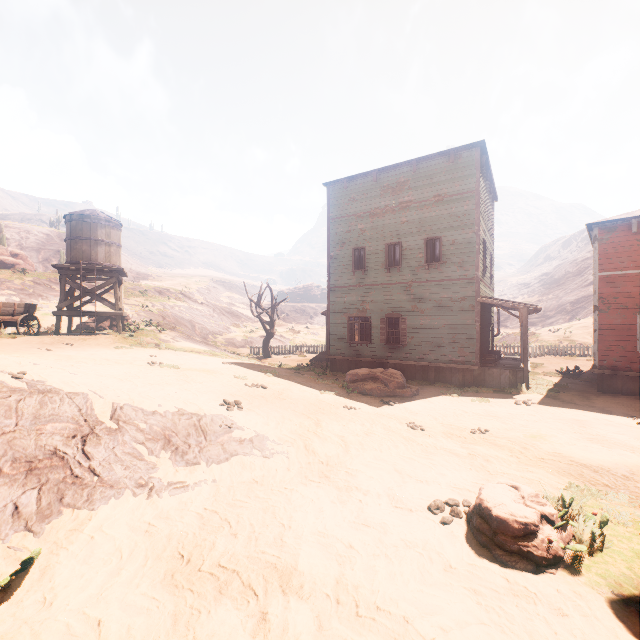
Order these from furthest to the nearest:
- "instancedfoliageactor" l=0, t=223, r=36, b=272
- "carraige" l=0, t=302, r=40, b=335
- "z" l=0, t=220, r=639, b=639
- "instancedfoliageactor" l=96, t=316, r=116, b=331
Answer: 1. "instancedfoliageactor" l=0, t=223, r=36, b=272
2. "instancedfoliageactor" l=96, t=316, r=116, b=331
3. "carraige" l=0, t=302, r=40, b=335
4. "z" l=0, t=220, r=639, b=639

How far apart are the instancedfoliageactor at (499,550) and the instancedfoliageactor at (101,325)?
22.3m

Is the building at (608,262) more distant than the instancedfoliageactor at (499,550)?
Yes

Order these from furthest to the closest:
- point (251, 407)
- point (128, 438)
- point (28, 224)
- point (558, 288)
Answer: point (558, 288)
point (28, 224)
point (251, 407)
point (128, 438)

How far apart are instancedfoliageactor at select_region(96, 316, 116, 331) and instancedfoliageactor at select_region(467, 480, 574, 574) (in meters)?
22.29

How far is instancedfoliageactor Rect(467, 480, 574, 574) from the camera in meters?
4.0

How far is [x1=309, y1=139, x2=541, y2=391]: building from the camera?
14.70m

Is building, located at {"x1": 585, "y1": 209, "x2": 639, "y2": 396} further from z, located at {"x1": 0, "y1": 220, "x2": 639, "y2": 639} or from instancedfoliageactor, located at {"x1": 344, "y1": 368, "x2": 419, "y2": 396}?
instancedfoliageactor, located at {"x1": 344, "y1": 368, "x2": 419, "y2": 396}
